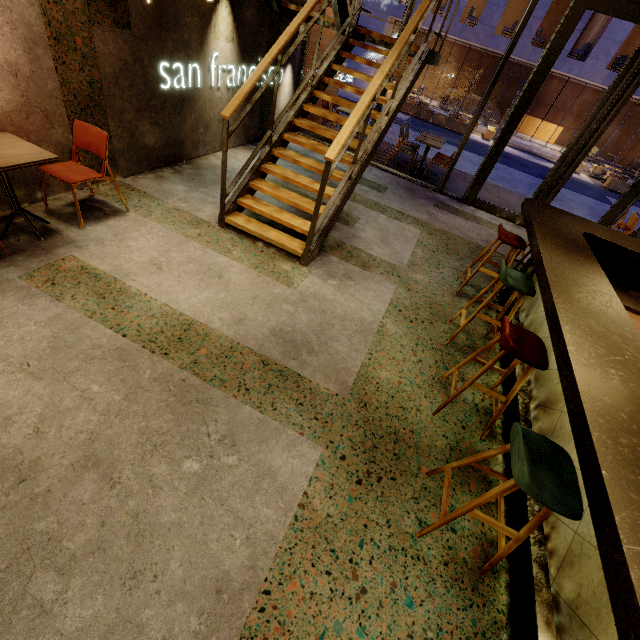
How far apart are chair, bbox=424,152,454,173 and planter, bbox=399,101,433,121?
12.0m

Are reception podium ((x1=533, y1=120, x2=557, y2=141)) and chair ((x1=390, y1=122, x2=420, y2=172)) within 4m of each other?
no

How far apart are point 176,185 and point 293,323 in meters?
3.1 m

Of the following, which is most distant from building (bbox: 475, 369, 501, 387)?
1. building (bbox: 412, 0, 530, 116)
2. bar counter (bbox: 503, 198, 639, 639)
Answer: building (bbox: 412, 0, 530, 116)

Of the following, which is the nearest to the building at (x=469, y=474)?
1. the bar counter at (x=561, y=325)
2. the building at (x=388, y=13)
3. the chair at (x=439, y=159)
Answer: the bar counter at (x=561, y=325)

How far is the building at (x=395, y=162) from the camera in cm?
802

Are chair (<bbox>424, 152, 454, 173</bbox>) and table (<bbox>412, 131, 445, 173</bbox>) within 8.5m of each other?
yes

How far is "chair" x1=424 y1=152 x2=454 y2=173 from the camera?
7.7 meters
